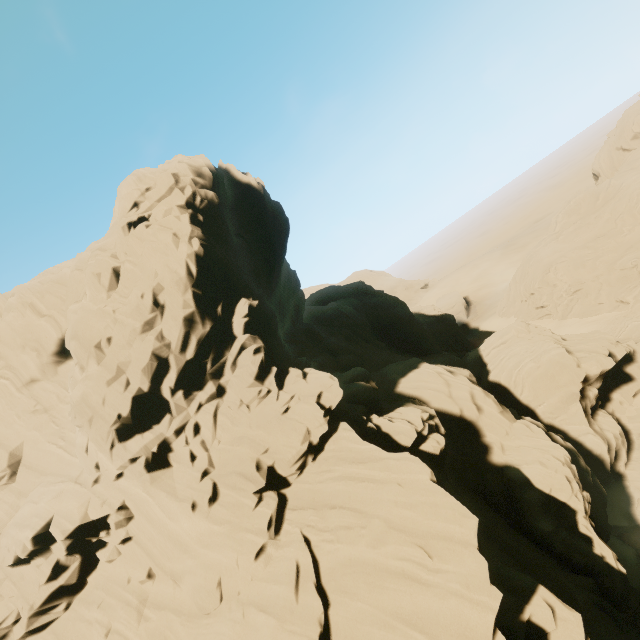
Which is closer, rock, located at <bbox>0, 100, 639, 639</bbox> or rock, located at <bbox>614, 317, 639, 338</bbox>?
rock, located at <bbox>0, 100, 639, 639</bbox>

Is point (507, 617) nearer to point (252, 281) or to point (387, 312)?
point (252, 281)

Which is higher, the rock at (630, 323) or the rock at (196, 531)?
the rock at (196, 531)

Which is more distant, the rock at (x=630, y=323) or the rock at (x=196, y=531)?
the rock at (x=630, y=323)

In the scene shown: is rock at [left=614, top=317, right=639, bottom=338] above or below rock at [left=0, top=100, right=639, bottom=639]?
below
